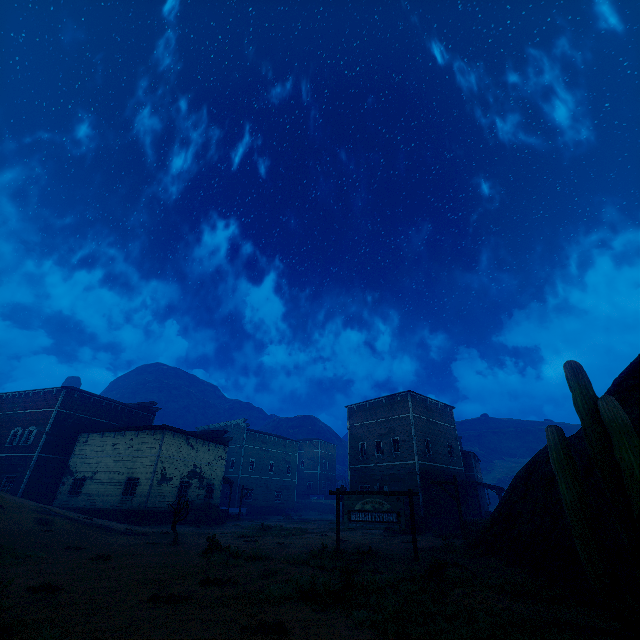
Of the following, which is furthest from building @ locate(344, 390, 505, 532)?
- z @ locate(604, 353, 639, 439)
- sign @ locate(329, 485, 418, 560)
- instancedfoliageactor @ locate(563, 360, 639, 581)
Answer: instancedfoliageactor @ locate(563, 360, 639, 581)

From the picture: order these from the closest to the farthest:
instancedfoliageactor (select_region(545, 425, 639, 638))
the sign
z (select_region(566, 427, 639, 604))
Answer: instancedfoliageactor (select_region(545, 425, 639, 638)), z (select_region(566, 427, 639, 604)), the sign

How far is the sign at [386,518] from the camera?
11.94m

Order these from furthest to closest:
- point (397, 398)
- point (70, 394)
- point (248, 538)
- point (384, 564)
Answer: point (70, 394), point (397, 398), point (248, 538), point (384, 564)

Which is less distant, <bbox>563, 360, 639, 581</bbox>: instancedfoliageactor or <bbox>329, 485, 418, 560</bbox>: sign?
<bbox>563, 360, 639, 581</bbox>: instancedfoliageactor

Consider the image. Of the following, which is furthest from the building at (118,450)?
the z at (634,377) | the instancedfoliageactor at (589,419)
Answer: the instancedfoliageactor at (589,419)

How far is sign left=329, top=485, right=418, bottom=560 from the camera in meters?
11.9 m

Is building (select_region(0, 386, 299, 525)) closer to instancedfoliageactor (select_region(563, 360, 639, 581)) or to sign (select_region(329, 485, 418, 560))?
sign (select_region(329, 485, 418, 560))
